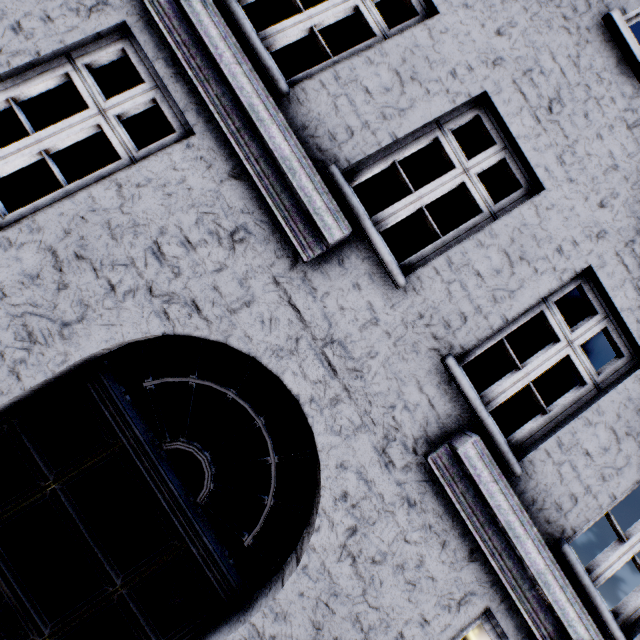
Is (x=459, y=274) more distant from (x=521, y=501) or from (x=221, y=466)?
(x=221, y=466)
